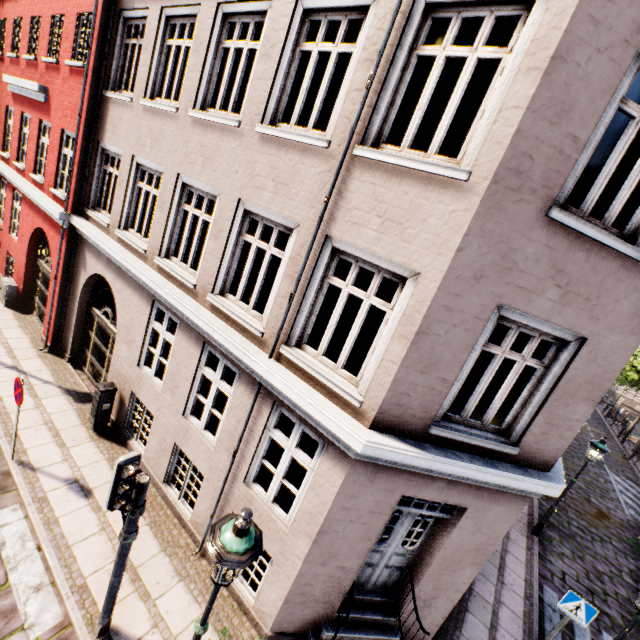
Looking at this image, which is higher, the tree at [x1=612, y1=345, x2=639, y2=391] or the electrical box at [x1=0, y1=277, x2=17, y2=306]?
the tree at [x1=612, y1=345, x2=639, y2=391]

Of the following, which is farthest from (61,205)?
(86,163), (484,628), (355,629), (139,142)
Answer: (484,628)

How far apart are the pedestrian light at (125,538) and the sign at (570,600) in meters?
8.1

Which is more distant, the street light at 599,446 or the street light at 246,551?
the street light at 599,446

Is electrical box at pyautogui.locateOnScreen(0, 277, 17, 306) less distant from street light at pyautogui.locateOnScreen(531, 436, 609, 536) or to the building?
the building

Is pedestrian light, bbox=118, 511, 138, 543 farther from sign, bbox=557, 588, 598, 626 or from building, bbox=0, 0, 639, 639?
sign, bbox=557, 588, 598, 626

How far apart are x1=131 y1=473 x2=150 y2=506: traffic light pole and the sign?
8.17m

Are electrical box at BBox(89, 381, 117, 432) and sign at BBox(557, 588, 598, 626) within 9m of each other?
no
